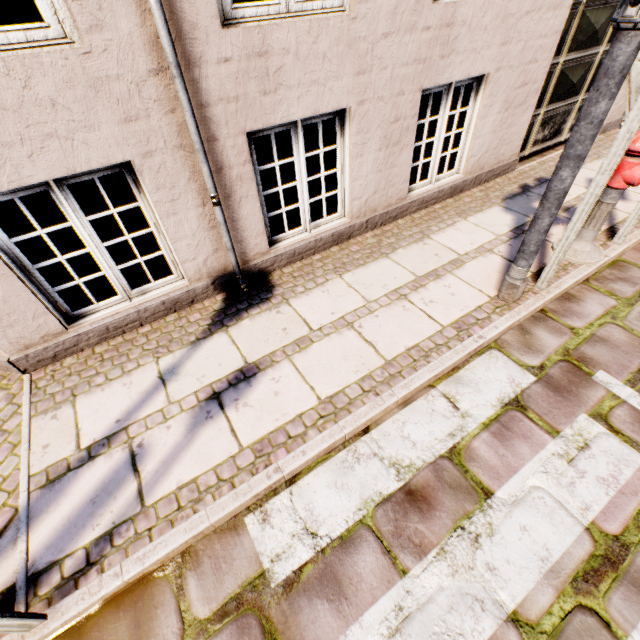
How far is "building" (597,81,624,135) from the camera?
5.6m

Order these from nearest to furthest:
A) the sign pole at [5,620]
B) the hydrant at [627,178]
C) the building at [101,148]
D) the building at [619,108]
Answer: the sign pole at [5,620] < the building at [101,148] < the hydrant at [627,178] < the building at [619,108]

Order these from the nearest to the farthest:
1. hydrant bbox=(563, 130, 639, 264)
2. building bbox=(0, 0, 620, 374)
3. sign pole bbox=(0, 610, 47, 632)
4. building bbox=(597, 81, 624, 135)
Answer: sign pole bbox=(0, 610, 47, 632) < building bbox=(0, 0, 620, 374) < hydrant bbox=(563, 130, 639, 264) < building bbox=(597, 81, 624, 135)

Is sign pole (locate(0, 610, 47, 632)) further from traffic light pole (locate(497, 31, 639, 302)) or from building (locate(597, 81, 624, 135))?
traffic light pole (locate(497, 31, 639, 302))

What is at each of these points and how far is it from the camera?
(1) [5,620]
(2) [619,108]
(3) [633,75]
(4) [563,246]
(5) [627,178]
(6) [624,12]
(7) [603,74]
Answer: (1) sign pole, 1.5 meters
(2) building, 5.8 meters
(3) sign, 2.1 meters
(4) sign pole, 2.8 meters
(5) hydrant, 2.9 meters
(6) pedestrian light, 1.7 meters
(7) traffic light pole, 1.9 meters

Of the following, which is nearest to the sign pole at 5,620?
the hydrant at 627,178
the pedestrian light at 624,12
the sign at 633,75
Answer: the pedestrian light at 624,12

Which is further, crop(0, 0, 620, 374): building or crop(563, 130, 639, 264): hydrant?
crop(563, 130, 639, 264): hydrant

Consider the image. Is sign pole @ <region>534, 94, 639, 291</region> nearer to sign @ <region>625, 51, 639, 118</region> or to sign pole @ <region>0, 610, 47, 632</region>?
sign @ <region>625, 51, 639, 118</region>
